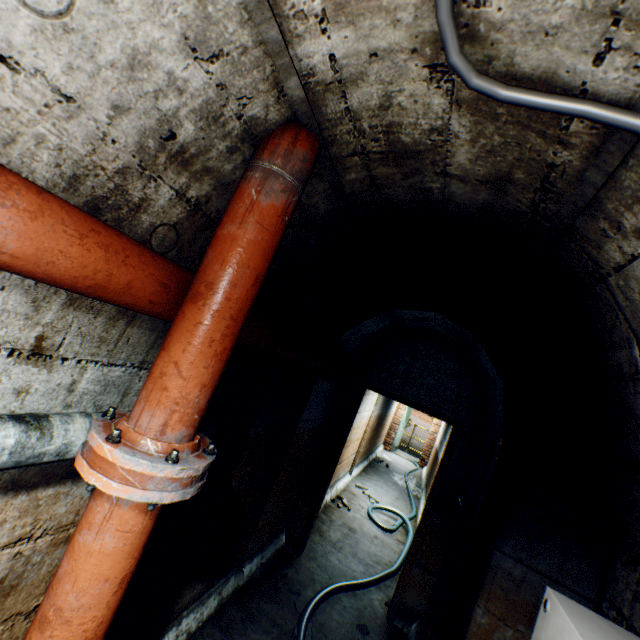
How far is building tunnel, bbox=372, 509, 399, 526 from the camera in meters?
5.7 m

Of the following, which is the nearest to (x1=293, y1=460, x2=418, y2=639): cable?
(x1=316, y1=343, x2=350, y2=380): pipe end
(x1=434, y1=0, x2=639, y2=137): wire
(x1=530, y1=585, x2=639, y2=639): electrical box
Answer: (x1=530, y1=585, x2=639, y2=639): electrical box

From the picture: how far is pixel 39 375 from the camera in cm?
99

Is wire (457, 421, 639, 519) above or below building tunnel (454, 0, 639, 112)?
below

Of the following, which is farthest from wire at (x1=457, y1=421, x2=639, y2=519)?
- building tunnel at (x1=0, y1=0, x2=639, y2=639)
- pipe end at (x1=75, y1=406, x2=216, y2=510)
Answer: pipe end at (x1=75, y1=406, x2=216, y2=510)

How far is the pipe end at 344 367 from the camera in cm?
308

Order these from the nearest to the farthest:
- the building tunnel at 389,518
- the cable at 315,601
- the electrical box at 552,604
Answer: the electrical box at 552,604
the cable at 315,601
the building tunnel at 389,518

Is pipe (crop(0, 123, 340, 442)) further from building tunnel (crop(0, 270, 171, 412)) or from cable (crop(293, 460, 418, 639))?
cable (crop(293, 460, 418, 639))
